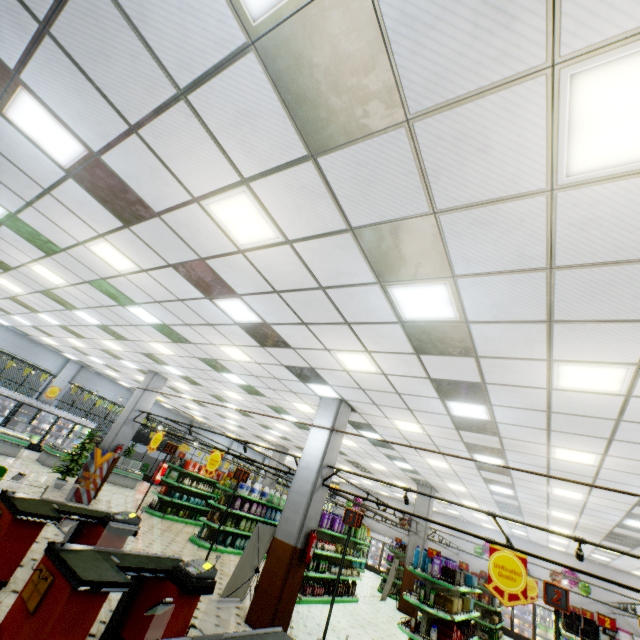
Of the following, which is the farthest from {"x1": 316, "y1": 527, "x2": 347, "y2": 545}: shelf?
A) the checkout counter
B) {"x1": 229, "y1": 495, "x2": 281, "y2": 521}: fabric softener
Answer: the checkout counter

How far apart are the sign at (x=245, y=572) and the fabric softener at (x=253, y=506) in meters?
5.4 m

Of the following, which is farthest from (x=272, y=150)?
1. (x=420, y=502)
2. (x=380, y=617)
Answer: (x=420, y=502)

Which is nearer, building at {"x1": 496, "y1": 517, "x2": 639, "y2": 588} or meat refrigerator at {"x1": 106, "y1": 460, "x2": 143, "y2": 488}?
building at {"x1": 496, "y1": 517, "x2": 639, "y2": 588}

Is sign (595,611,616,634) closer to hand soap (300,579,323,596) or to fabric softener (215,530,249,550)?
hand soap (300,579,323,596)

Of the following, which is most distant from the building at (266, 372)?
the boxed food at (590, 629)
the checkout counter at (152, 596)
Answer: the boxed food at (590, 629)

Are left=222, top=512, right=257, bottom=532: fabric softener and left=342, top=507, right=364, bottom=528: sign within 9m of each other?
no

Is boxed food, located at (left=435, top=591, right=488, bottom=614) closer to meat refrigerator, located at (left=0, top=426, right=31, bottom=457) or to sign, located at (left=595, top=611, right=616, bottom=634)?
sign, located at (left=595, top=611, right=616, bottom=634)
